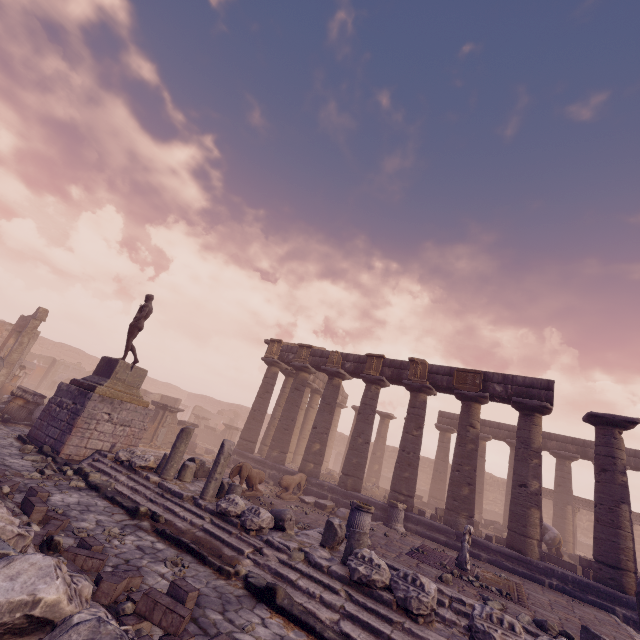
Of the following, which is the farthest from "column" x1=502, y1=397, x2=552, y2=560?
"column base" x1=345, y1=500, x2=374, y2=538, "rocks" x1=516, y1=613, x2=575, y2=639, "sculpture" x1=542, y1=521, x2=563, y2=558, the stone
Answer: the stone

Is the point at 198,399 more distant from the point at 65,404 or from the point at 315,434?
the point at 65,404

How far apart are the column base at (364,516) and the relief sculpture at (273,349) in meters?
11.1 m

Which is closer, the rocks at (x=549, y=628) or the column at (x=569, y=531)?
the rocks at (x=549, y=628)

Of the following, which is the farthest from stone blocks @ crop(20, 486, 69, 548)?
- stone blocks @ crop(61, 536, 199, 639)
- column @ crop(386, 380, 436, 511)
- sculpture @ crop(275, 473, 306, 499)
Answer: column @ crop(386, 380, 436, 511)

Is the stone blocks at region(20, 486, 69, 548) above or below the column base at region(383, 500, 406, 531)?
below

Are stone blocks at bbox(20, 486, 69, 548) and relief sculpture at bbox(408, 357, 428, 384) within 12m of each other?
no

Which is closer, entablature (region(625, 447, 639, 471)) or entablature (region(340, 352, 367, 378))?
entablature (region(340, 352, 367, 378))
